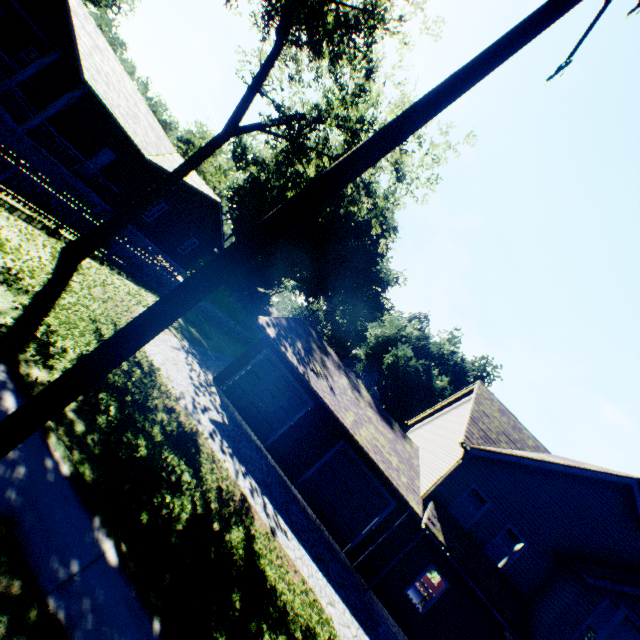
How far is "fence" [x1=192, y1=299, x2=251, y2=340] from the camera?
24.1 meters

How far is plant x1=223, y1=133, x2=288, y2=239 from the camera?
34.6m

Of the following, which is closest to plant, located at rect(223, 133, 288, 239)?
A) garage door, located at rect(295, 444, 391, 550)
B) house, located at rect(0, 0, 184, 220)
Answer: house, located at rect(0, 0, 184, 220)

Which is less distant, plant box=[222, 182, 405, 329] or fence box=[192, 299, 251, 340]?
fence box=[192, 299, 251, 340]

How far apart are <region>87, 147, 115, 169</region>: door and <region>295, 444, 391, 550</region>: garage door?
19.9 meters

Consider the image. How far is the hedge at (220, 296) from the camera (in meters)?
36.66

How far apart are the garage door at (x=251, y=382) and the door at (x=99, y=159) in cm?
1450

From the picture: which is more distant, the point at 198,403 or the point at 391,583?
the point at 391,583
